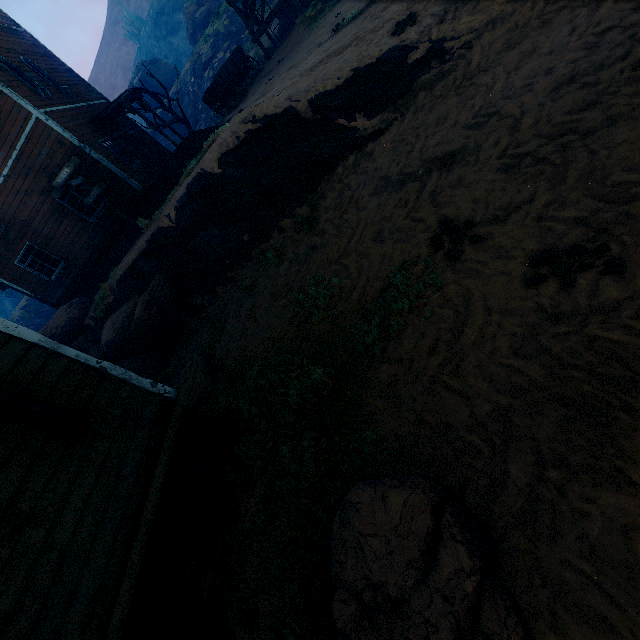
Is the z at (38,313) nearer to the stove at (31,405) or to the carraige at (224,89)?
the stove at (31,405)

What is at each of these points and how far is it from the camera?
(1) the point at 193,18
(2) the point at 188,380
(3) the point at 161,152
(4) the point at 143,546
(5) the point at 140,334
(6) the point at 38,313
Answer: (1) instancedfoliageactor, 33.00m
(2) instancedfoliageactor, 7.09m
(3) building, 18.97m
(4) building, 3.59m
(5) rock, 9.62m
(6) z, 31.39m

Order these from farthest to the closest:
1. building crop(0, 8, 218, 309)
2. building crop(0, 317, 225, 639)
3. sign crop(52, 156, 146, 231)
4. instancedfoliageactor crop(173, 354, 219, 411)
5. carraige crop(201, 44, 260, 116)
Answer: carraige crop(201, 44, 260, 116)
building crop(0, 8, 218, 309)
sign crop(52, 156, 146, 231)
instancedfoliageactor crop(173, 354, 219, 411)
building crop(0, 317, 225, 639)

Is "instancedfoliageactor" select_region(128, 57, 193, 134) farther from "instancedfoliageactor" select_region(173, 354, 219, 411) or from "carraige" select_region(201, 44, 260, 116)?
"instancedfoliageactor" select_region(173, 354, 219, 411)

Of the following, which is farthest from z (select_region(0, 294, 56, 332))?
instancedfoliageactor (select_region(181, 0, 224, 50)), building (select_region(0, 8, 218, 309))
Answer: instancedfoliageactor (select_region(181, 0, 224, 50))

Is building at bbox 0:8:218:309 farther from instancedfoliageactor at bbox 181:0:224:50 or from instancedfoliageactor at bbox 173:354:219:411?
instancedfoliageactor at bbox 181:0:224:50

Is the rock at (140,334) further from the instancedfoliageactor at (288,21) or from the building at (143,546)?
the instancedfoliageactor at (288,21)

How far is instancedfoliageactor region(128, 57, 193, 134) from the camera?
19.3 meters
